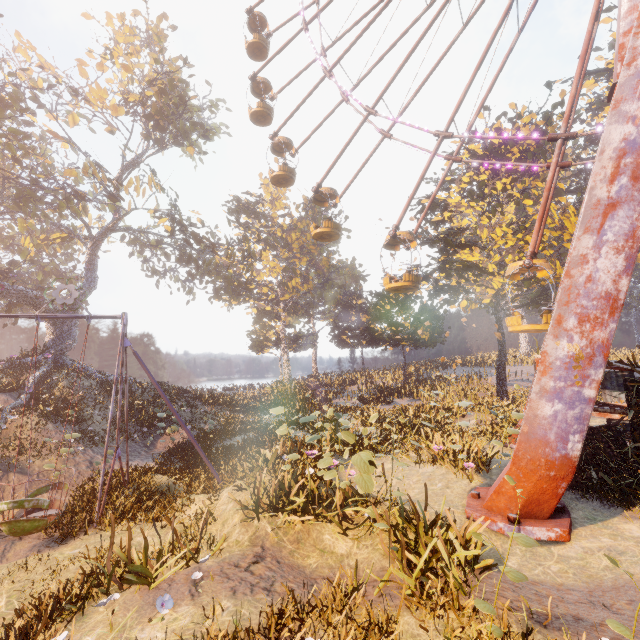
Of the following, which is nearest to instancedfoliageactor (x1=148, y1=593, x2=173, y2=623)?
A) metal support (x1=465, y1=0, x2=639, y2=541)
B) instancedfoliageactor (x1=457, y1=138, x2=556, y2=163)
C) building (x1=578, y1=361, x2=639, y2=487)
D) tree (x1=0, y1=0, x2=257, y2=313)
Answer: instancedfoliageactor (x1=457, y1=138, x2=556, y2=163)

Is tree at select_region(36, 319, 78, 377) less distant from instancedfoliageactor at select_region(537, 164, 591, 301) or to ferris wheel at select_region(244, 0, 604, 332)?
ferris wheel at select_region(244, 0, 604, 332)

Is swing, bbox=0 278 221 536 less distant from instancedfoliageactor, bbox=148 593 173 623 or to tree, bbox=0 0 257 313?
instancedfoliageactor, bbox=148 593 173 623

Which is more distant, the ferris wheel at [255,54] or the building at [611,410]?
the ferris wheel at [255,54]

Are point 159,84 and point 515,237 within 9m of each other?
no

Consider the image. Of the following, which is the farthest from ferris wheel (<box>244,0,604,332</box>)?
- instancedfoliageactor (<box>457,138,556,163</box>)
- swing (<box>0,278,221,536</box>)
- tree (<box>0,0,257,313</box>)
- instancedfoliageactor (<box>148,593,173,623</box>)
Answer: instancedfoliageactor (<box>148,593,173,623</box>)

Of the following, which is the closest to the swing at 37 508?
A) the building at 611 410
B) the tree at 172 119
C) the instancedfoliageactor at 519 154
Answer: the instancedfoliageactor at 519 154
